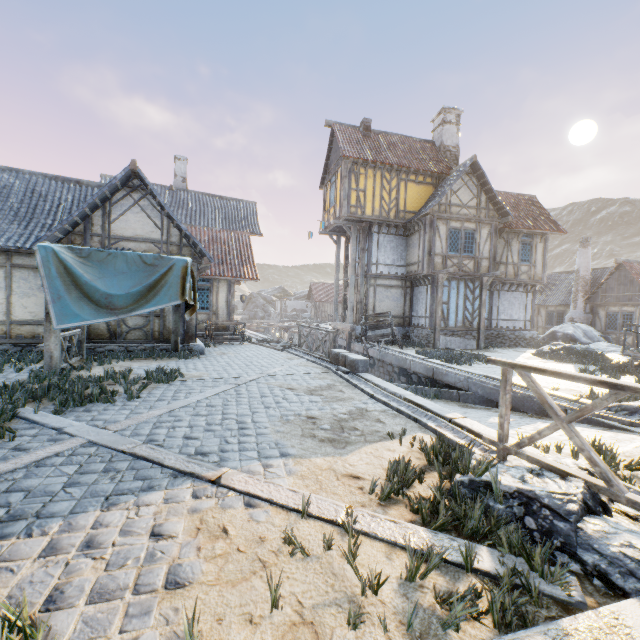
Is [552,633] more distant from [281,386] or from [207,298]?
[207,298]

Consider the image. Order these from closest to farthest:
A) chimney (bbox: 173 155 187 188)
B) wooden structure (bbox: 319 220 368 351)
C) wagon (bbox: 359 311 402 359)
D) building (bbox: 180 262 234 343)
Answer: building (bbox: 180 262 234 343) → wagon (bbox: 359 311 402 359) → wooden structure (bbox: 319 220 368 351) → chimney (bbox: 173 155 187 188)

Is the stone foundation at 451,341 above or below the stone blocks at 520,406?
above

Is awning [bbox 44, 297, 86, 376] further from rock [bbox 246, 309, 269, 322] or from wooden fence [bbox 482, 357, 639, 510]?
rock [bbox 246, 309, 269, 322]

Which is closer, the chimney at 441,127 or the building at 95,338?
the building at 95,338

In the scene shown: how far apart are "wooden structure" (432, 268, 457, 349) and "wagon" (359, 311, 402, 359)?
2.0m

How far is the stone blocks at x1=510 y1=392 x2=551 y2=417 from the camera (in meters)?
7.20

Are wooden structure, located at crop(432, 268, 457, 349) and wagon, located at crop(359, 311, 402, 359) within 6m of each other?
yes
